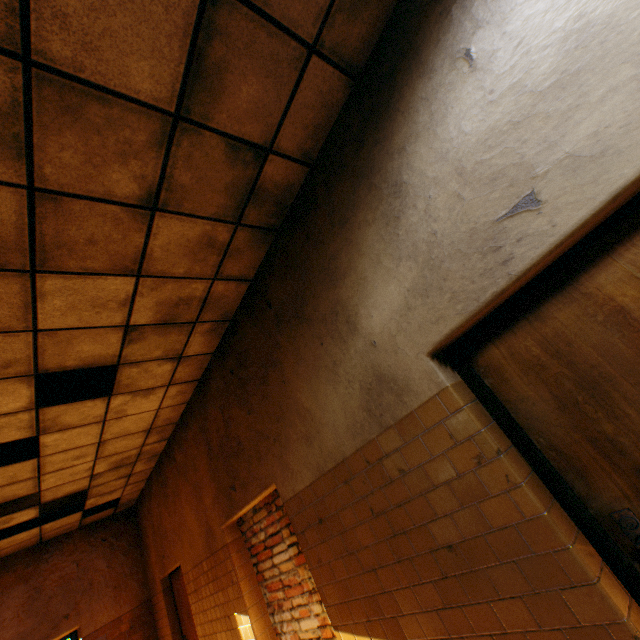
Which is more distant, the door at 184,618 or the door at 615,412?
the door at 184,618

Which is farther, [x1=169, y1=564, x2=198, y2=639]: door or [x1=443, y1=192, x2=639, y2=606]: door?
[x1=169, y1=564, x2=198, y2=639]: door

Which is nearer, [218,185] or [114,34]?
[114,34]
